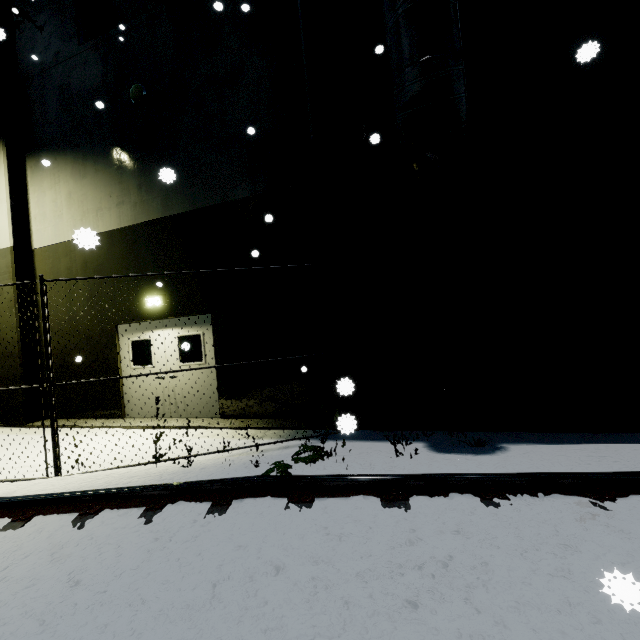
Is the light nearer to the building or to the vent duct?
the building

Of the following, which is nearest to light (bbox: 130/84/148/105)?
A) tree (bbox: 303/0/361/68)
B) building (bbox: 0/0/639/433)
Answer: building (bbox: 0/0/639/433)

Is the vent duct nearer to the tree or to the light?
the tree

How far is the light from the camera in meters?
7.9 m

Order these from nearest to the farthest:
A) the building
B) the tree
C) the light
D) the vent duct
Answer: the vent duct → the building → the tree → the light

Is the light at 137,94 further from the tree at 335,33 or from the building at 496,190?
the tree at 335,33

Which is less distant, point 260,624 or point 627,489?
point 260,624

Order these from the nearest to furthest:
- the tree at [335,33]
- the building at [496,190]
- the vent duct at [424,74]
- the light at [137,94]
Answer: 1. the vent duct at [424,74]
2. the building at [496,190]
3. the tree at [335,33]
4. the light at [137,94]
